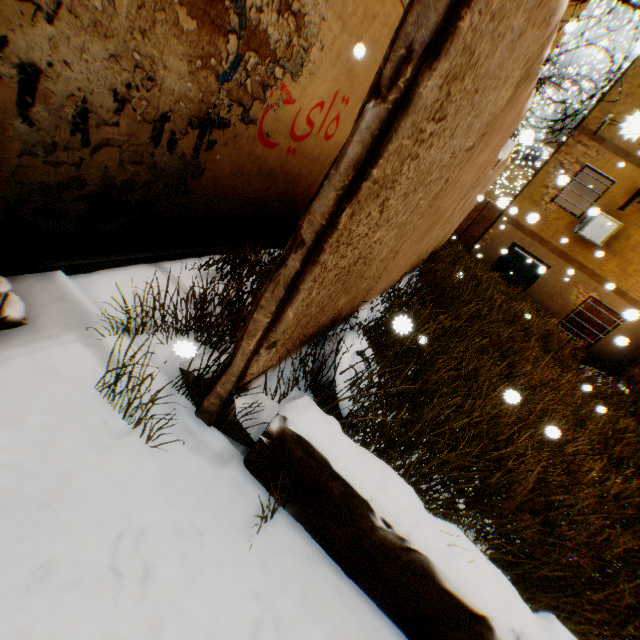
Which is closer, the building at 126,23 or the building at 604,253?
the building at 126,23

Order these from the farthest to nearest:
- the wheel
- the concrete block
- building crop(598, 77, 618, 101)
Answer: building crop(598, 77, 618, 101) → the wheel → the concrete block

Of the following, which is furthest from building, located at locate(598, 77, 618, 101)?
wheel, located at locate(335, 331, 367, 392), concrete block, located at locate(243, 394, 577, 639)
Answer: wheel, located at locate(335, 331, 367, 392)

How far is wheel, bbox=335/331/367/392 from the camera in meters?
2.9 m

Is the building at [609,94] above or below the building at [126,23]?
above

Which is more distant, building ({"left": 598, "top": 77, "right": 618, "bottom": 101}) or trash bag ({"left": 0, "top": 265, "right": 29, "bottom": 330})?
building ({"left": 598, "top": 77, "right": 618, "bottom": 101})

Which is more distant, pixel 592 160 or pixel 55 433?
pixel 592 160

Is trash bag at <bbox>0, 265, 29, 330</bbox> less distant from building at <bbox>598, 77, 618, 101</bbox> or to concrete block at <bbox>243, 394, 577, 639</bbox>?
building at <bbox>598, 77, 618, 101</bbox>
